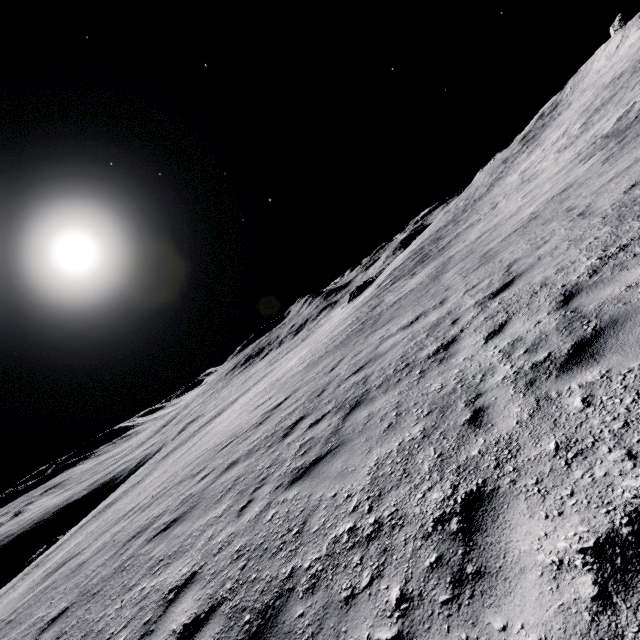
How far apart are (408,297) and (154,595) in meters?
13.4
